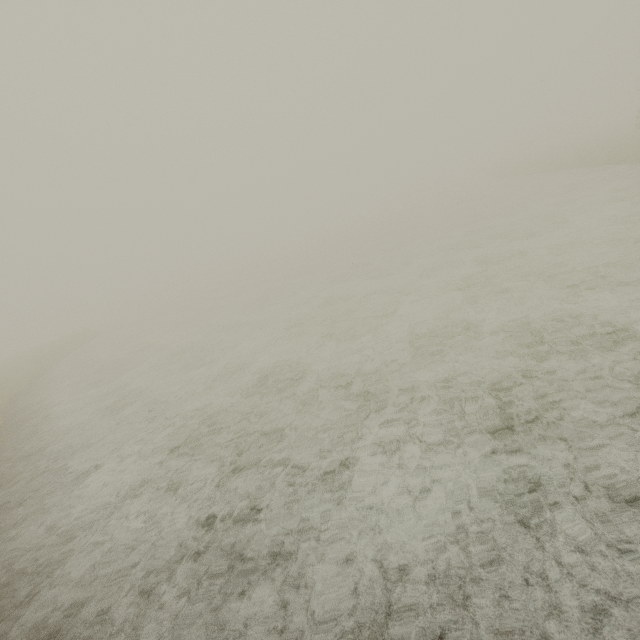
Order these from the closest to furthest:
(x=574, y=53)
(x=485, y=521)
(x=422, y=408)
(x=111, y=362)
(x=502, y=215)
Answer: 1. (x=485, y=521)
2. (x=422, y=408)
3. (x=111, y=362)
4. (x=502, y=215)
5. (x=574, y=53)
